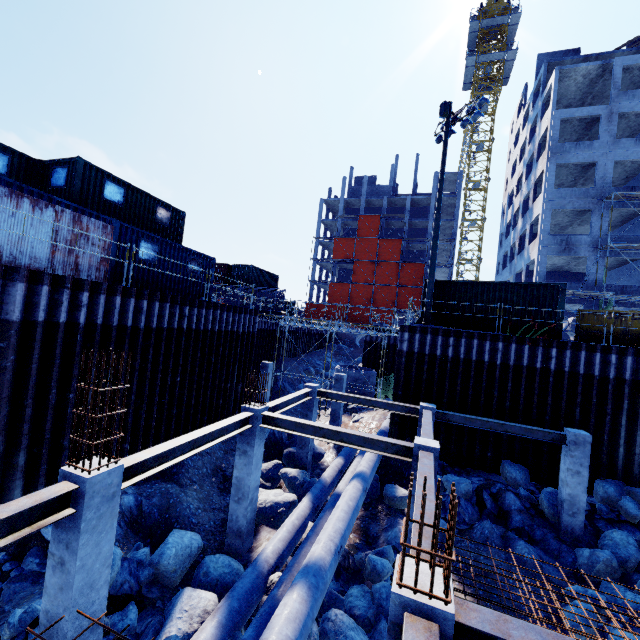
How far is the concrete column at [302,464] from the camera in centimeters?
1408cm

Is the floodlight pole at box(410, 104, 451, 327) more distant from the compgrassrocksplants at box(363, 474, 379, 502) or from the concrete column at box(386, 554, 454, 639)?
the concrete column at box(386, 554, 454, 639)

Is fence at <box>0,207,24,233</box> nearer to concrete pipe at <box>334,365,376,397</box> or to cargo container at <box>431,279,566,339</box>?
cargo container at <box>431,279,566,339</box>

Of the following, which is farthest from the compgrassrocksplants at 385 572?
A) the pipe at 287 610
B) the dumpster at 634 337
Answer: the dumpster at 634 337

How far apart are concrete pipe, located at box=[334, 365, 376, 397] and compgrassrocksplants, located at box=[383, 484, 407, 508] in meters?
10.7

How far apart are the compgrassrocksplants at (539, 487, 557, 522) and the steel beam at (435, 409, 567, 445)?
2.1 meters

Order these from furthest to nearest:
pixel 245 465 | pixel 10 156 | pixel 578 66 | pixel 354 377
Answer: pixel 578 66
pixel 354 377
pixel 10 156
pixel 245 465

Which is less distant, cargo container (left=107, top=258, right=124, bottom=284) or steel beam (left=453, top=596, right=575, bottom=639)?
steel beam (left=453, top=596, right=575, bottom=639)
